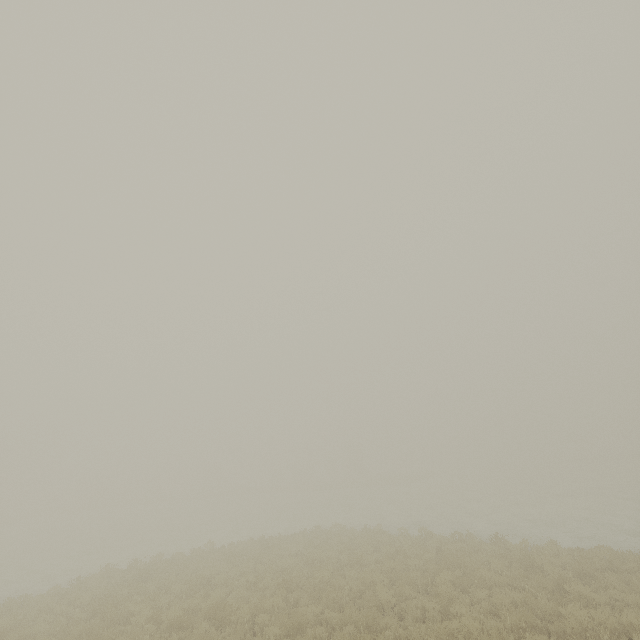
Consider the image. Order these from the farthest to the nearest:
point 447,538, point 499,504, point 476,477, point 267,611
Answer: point 476,477 → point 499,504 → point 447,538 → point 267,611
